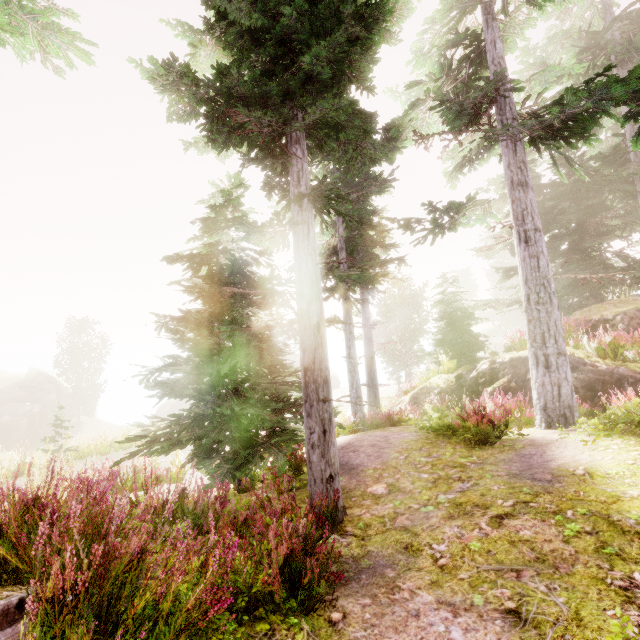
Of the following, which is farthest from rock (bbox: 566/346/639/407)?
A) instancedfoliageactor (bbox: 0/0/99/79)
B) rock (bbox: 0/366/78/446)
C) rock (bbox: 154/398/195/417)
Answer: rock (bbox: 0/366/78/446)

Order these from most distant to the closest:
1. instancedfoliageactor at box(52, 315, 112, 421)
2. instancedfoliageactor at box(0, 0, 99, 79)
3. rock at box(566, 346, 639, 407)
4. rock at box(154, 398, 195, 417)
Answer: rock at box(154, 398, 195, 417), instancedfoliageactor at box(52, 315, 112, 421), rock at box(566, 346, 639, 407), instancedfoliageactor at box(0, 0, 99, 79)

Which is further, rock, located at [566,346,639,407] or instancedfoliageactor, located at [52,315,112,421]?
instancedfoliageactor, located at [52,315,112,421]

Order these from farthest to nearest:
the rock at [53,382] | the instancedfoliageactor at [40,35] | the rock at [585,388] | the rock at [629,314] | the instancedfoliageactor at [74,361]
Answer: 1. the instancedfoliageactor at [74,361]
2. the rock at [53,382]
3. the rock at [629,314]
4. the rock at [585,388]
5. the instancedfoliageactor at [40,35]

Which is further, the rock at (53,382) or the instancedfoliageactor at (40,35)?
the rock at (53,382)

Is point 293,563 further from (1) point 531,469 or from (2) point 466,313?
(2) point 466,313

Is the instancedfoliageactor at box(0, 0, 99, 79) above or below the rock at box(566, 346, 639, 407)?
above
